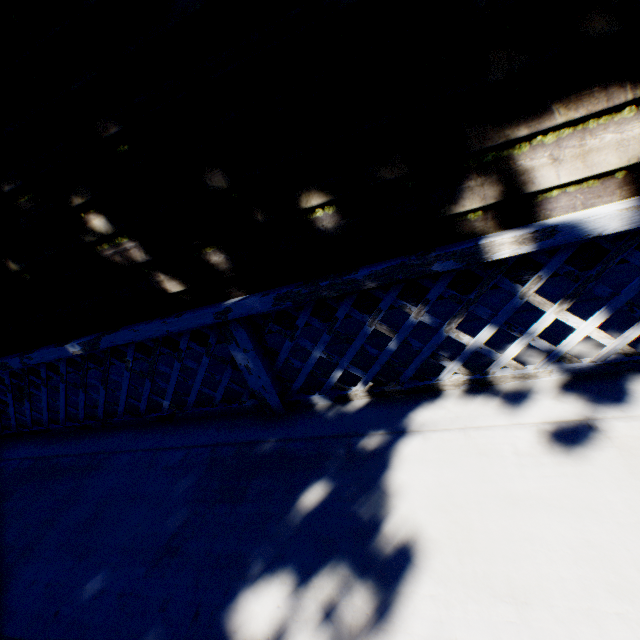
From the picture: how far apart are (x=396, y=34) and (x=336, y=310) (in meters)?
1.43
